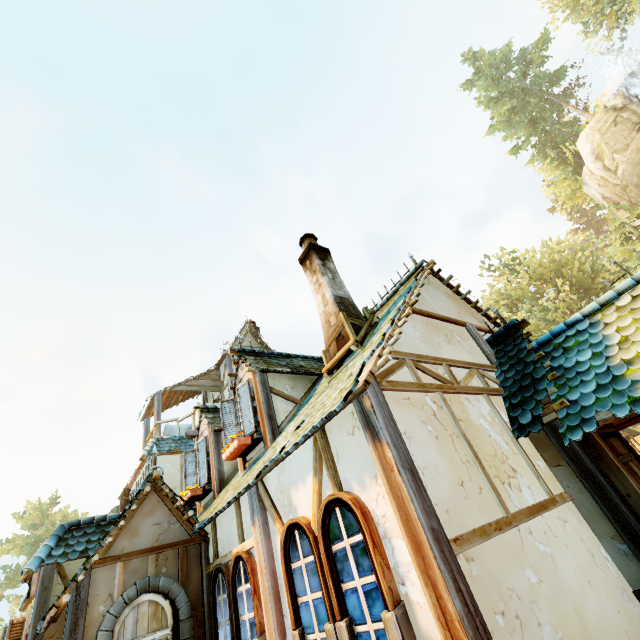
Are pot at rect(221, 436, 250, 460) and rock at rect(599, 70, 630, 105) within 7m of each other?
no

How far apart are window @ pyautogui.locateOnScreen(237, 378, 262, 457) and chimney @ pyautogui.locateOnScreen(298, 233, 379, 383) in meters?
1.8 m

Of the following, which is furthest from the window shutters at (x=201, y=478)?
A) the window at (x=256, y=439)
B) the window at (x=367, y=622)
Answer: the window at (x=367, y=622)

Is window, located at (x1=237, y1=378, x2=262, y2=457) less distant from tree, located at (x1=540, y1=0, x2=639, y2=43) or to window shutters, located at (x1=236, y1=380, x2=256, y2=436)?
window shutters, located at (x1=236, y1=380, x2=256, y2=436)

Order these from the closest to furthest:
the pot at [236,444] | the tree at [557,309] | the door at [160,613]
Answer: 1. the door at [160,613]
2. the pot at [236,444]
3. the tree at [557,309]

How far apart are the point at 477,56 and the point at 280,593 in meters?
58.5 m

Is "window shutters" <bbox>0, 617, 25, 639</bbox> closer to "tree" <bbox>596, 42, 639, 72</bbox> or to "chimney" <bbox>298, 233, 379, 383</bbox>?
"chimney" <bbox>298, 233, 379, 383</bbox>

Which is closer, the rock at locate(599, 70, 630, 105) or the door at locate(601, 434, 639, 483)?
the door at locate(601, 434, 639, 483)
